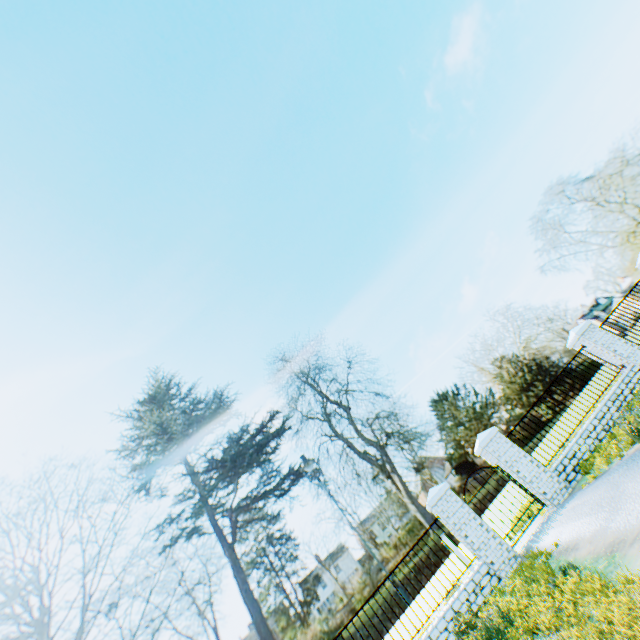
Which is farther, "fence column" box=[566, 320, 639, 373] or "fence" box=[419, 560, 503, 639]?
"fence column" box=[566, 320, 639, 373]

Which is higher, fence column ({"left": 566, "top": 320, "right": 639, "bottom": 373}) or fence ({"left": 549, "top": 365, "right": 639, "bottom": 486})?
fence column ({"left": 566, "top": 320, "right": 639, "bottom": 373})

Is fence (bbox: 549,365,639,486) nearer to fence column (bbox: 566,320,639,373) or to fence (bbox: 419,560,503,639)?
fence column (bbox: 566,320,639,373)

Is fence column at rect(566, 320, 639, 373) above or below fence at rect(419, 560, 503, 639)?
above

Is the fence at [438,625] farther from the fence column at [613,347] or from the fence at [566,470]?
the fence column at [613,347]

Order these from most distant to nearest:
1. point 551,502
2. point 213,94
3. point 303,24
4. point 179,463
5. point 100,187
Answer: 1. point 179,463
2. point 213,94
3. point 100,187
4. point 303,24
5. point 551,502

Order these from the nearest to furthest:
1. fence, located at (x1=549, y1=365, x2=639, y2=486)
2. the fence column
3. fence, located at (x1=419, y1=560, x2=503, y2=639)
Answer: fence, located at (x1=419, y1=560, x2=503, y2=639)
fence, located at (x1=549, y1=365, x2=639, y2=486)
the fence column

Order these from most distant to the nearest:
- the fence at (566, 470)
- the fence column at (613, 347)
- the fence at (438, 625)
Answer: the fence column at (613, 347) < the fence at (566, 470) < the fence at (438, 625)
